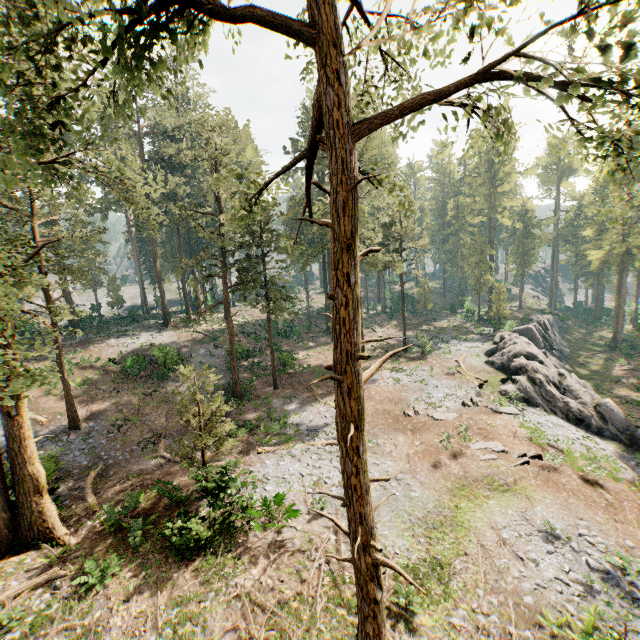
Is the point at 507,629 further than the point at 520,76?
Yes

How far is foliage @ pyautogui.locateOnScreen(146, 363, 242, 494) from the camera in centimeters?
1535cm

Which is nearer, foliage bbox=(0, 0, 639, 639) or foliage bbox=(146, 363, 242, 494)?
foliage bbox=(0, 0, 639, 639)

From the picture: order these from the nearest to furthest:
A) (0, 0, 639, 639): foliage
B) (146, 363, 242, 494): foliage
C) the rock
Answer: (0, 0, 639, 639): foliage
(146, 363, 242, 494): foliage
the rock

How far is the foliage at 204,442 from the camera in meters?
15.4

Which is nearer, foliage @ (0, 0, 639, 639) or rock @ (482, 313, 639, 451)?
foliage @ (0, 0, 639, 639)

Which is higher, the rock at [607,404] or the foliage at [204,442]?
the foliage at [204,442]
